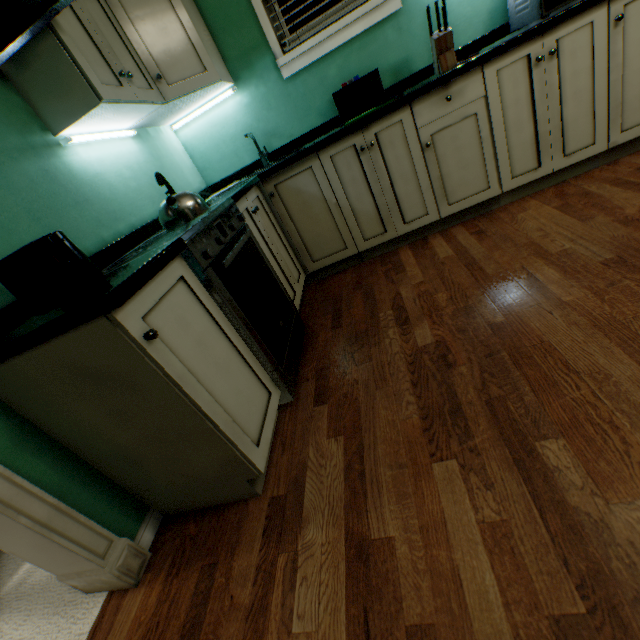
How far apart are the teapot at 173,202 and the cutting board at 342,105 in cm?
133

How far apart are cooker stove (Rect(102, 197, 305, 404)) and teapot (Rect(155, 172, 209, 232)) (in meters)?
0.05

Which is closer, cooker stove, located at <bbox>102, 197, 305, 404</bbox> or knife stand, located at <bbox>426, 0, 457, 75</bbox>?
cooker stove, located at <bbox>102, 197, 305, 404</bbox>

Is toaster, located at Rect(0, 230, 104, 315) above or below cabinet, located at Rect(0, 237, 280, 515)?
above

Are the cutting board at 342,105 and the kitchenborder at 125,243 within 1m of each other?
no

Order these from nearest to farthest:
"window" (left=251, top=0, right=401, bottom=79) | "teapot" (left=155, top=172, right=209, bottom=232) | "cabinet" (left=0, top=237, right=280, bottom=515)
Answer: "cabinet" (left=0, top=237, right=280, bottom=515) → "teapot" (left=155, top=172, right=209, bottom=232) → "window" (left=251, top=0, right=401, bottom=79)

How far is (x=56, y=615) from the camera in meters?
1.2 m

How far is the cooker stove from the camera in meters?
1.2
